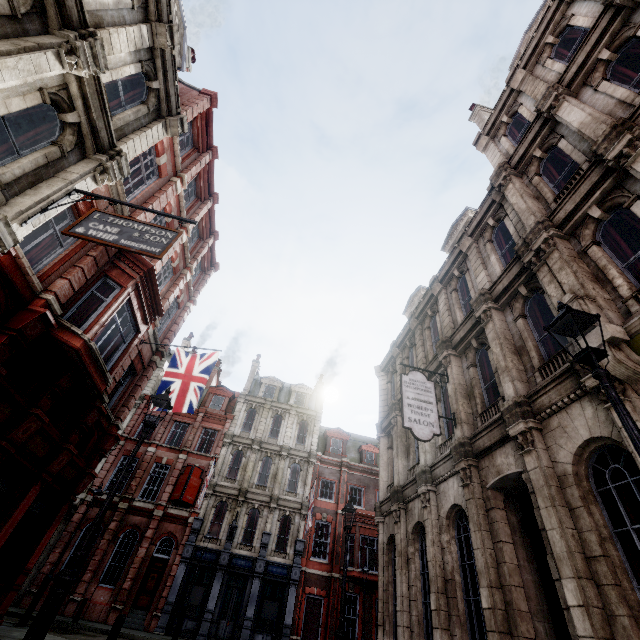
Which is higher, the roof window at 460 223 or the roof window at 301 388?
the roof window at 301 388

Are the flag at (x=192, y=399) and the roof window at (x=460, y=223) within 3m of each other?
no

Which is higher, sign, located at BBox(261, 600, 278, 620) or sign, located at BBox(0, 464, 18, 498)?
sign, located at BBox(0, 464, 18, 498)

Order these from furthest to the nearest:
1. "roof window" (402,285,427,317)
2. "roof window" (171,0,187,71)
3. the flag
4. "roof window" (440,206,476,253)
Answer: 1. "roof window" (402,285,427,317)
2. "roof window" (440,206,476,253)
3. the flag
4. "roof window" (171,0,187,71)

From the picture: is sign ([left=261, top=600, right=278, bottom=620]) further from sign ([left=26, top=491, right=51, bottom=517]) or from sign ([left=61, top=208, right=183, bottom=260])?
sign ([left=61, top=208, right=183, bottom=260])

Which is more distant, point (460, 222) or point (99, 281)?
point (460, 222)

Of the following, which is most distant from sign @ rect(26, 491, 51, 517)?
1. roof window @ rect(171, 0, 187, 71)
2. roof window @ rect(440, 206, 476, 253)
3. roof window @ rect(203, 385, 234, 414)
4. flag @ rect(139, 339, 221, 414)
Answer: roof window @ rect(203, 385, 234, 414)

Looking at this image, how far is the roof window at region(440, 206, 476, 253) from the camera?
15.4m
